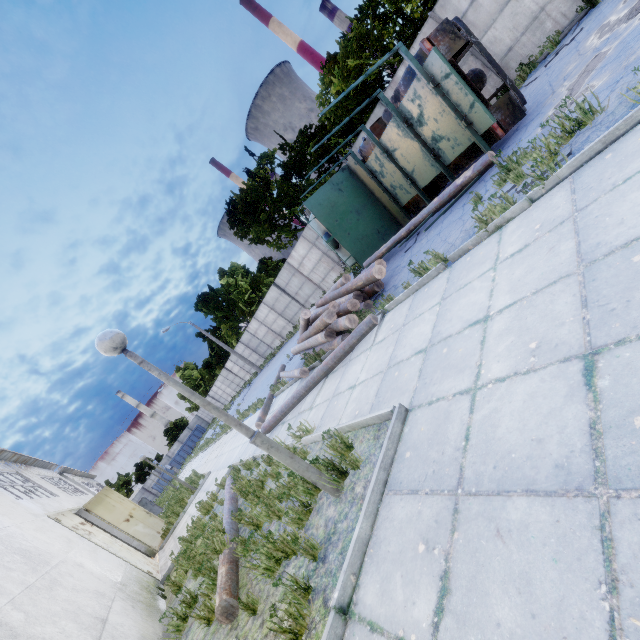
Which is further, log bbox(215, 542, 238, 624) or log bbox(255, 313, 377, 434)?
log bbox(255, 313, 377, 434)

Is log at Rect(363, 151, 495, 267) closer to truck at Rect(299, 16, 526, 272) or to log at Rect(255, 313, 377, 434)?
truck at Rect(299, 16, 526, 272)

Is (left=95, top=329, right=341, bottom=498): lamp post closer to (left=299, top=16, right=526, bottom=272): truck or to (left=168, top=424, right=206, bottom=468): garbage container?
(left=299, top=16, right=526, bottom=272): truck

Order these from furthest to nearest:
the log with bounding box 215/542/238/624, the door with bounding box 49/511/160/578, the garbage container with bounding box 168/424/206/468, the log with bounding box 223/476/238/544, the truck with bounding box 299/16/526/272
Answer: the garbage container with bounding box 168/424/206/468, the door with bounding box 49/511/160/578, the truck with bounding box 299/16/526/272, the log with bounding box 223/476/238/544, the log with bounding box 215/542/238/624

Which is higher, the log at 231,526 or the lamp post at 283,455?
the lamp post at 283,455

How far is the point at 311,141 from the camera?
21.50m

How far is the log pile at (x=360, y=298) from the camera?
7.8 meters

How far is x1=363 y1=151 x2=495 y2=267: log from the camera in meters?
7.1
